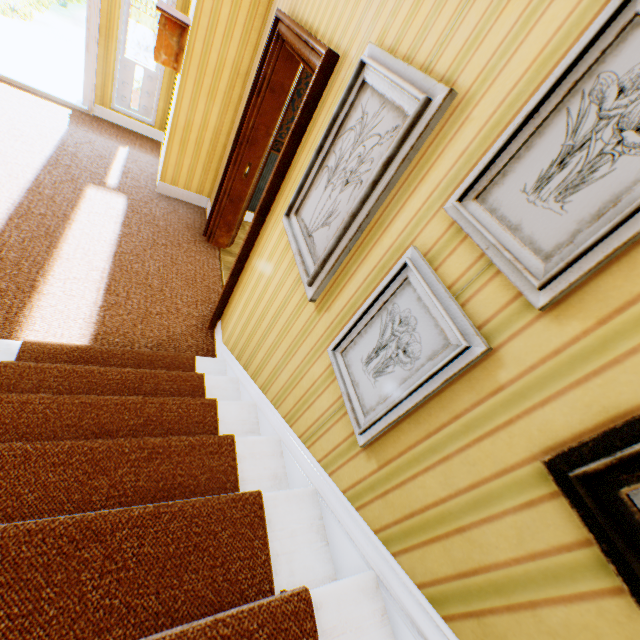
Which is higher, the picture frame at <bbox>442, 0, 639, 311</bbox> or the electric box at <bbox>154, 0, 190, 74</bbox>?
the picture frame at <bbox>442, 0, 639, 311</bbox>

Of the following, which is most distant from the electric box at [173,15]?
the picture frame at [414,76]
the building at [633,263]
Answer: the picture frame at [414,76]

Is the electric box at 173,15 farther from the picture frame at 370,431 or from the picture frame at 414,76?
the picture frame at 370,431

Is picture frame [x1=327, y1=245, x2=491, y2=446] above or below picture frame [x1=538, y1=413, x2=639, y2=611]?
below

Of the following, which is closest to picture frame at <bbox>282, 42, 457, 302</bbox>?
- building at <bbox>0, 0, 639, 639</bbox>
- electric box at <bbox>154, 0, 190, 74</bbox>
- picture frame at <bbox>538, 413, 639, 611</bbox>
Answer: building at <bbox>0, 0, 639, 639</bbox>

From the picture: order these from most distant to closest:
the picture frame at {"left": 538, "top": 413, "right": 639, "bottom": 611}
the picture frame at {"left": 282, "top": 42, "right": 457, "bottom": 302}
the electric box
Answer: the electric box, the picture frame at {"left": 282, "top": 42, "right": 457, "bottom": 302}, the picture frame at {"left": 538, "top": 413, "right": 639, "bottom": 611}

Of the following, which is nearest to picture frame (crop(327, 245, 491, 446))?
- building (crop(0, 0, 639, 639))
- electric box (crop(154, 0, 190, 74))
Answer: building (crop(0, 0, 639, 639))

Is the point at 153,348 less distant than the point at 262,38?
Yes
